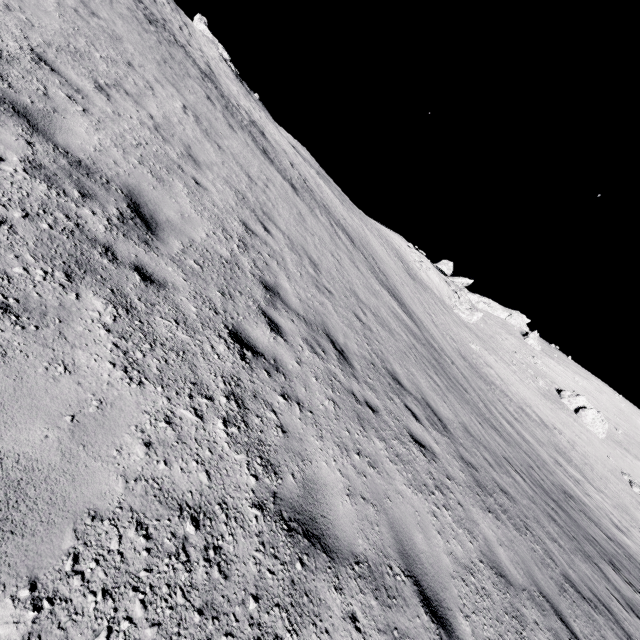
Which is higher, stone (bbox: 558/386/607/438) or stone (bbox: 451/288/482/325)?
stone (bbox: 558/386/607/438)

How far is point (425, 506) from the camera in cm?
466

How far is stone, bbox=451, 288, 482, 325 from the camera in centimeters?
4806cm

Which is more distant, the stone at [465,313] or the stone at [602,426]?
the stone at [465,313]

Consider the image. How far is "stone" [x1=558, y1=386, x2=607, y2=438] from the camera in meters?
44.0 m

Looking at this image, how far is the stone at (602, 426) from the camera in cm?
4403

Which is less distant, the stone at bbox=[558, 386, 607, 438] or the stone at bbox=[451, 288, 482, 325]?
the stone at bbox=[558, 386, 607, 438]
